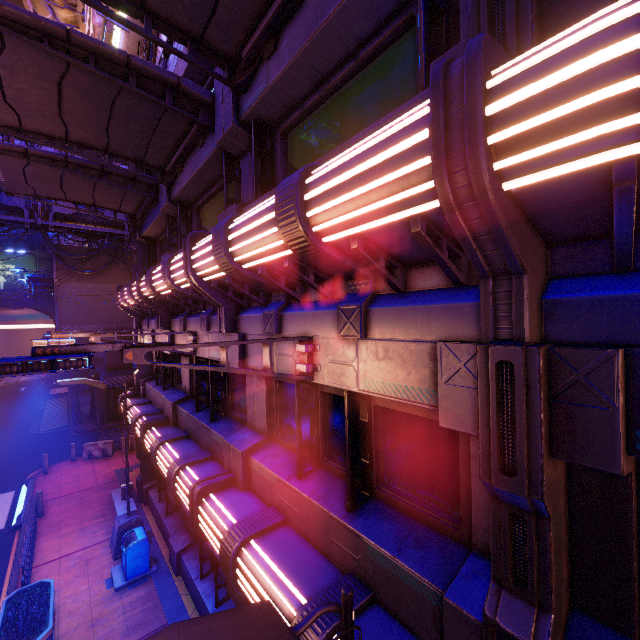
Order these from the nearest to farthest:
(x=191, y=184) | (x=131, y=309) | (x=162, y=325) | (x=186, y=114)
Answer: (x=186, y=114)
(x=191, y=184)
(x=162, y=325)
(x=131, y=309)

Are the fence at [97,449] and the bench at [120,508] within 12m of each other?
yes

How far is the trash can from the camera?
9.7 meters

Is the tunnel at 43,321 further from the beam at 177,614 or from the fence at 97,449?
the beam at 177,614

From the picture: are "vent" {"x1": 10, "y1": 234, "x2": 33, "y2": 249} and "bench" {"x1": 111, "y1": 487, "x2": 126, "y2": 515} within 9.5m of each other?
no

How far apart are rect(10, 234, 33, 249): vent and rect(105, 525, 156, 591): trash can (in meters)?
53.79

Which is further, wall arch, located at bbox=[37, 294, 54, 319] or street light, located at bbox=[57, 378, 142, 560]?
wall arch, located at bbox=[37, 294, 54, 319]

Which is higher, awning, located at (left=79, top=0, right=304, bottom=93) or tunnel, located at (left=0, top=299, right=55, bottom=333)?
awning, located at (left=79, top=0, right=304, bottom=93)
